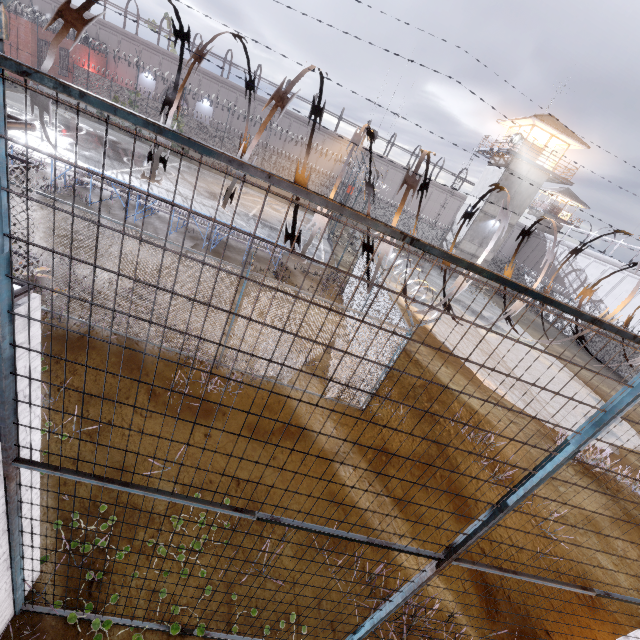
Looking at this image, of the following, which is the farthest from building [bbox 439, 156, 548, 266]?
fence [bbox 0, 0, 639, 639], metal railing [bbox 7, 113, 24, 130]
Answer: metal railing [bbox 7, 113, 24, 130]

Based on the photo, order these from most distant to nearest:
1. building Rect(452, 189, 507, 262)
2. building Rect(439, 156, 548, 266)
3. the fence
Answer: building Rect(452, 189, 507, 262) < building Rect(439, 156, 548, 266) < the fence

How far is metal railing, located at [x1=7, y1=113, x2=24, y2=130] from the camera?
1.6m

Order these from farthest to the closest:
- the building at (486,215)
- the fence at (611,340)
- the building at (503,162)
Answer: the building at (486,215), the building at (503,162), the fence at (611,340)

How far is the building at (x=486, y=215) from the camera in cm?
3066

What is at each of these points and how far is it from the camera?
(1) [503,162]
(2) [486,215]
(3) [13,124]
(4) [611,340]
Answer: (1) building, 30.12m
(2) building, 31.30m
(3) metal railing, 1.61m
(4) fence, 26.88m

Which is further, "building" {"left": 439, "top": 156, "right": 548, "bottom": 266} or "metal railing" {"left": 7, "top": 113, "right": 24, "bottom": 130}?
"building" {"left": 439, "top": 156, "right": 548, "bottom": 266}
